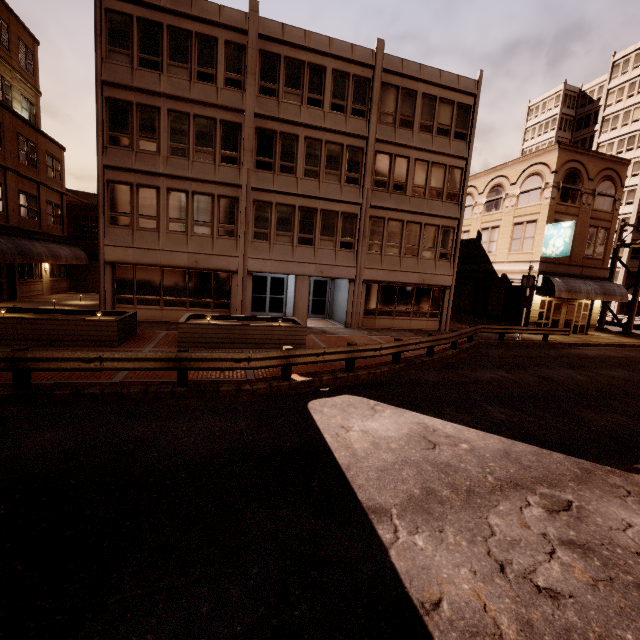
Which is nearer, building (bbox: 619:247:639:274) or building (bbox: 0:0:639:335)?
building (bbox: 0:0:639:335)

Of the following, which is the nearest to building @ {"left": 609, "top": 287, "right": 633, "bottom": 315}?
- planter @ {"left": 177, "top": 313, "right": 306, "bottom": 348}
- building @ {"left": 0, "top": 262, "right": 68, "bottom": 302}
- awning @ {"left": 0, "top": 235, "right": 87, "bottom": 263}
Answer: planter @ {"left": 177, "top": 313, "right": 306, "bottom": 348}

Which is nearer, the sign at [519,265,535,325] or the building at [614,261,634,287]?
the sign at [519,265,535,325]

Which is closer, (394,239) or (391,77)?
(391,77)

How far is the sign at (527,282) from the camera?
20.0m

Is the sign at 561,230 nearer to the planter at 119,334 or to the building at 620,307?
the planter at 119,334

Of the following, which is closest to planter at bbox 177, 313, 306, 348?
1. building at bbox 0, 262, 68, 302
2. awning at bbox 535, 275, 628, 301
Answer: building at bbox 0, 262, 68, 302

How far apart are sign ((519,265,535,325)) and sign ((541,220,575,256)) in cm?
354
